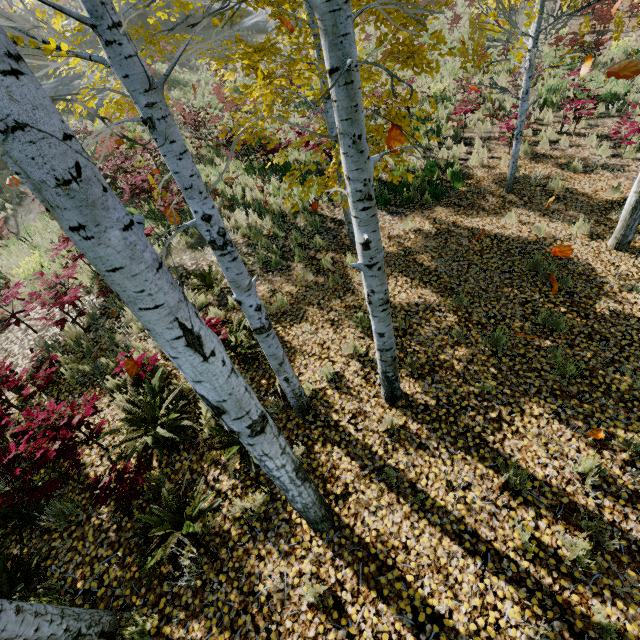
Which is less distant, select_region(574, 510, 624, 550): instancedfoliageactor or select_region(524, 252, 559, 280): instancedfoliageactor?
select_region(574, 510, 624, 550): instancedfoliageactor

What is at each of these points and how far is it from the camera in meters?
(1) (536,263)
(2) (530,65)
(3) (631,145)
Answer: (1) instancedfoliageactor, 6.0 m
(2) instancedfoliageactor, 6.3 m
(3) instancedfoliageactor, 8.0 m

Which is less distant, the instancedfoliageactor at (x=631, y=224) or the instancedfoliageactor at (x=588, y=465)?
the instancedfoliageactor at (x=588, y=465)

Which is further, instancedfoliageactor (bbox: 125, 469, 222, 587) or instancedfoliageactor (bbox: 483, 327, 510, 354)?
instancedfoliageactor (bbox: 483, 327, 510, 354)

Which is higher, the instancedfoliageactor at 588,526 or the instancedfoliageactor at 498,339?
the instancedfoliageactor at 498,339

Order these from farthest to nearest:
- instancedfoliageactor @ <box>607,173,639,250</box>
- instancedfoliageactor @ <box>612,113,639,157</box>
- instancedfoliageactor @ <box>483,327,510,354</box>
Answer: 1. instancedfoliageactor @ <box>612,113,639,157</box>
2. instancedfoliageactor @ <box>607,173,639,250</box>
3. instancedfoliageactor @ <box>483,327,510,354</box>
